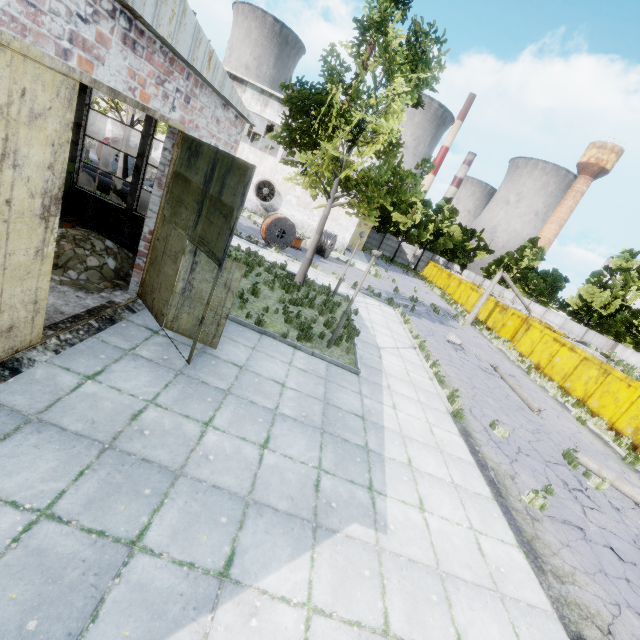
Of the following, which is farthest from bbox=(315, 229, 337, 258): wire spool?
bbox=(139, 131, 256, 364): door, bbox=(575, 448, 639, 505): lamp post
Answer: bbox=(575, 448, 639, 505): lamp post

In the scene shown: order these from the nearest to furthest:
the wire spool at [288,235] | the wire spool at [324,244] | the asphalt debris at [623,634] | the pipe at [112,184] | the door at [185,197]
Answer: the asphalt debris at [623,634] → the door at [185,197] → the pipe at [112,184] → the wire spool at [288,235] → the wire spool at [324,244]

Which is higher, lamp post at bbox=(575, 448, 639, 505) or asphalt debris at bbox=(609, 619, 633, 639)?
lamp post at bbox=(575, 448, 639, 505)

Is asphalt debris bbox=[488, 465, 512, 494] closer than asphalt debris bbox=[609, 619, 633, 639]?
No

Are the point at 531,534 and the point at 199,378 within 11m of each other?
yes

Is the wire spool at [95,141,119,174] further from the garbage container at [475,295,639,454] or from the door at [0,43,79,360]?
the garbage container at [475,295,639,454]

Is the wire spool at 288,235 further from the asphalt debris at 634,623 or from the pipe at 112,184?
the asphalt debris at 634,623

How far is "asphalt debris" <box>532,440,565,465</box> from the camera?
9.6 meters
